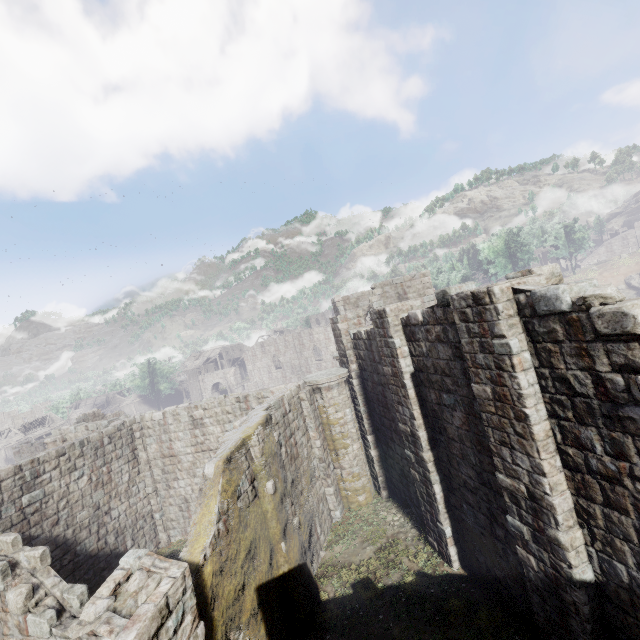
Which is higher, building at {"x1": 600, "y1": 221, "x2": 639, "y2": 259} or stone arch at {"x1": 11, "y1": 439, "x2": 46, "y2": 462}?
building at {"x1": 600, "y1": 221, "x2": 639, "y2": 259}

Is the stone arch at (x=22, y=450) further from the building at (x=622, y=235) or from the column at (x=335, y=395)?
the building at (x=622, y=235)

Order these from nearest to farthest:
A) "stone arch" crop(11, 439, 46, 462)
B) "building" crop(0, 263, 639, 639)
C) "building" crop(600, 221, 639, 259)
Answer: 1. "building" crop(0, 263, 639, 639)
2. "stone arch" crop(11, 439, 46, 462)
3. "building" crop(600, 221, 639, 259)

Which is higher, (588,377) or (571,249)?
(571,249)

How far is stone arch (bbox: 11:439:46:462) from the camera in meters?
32.2 m

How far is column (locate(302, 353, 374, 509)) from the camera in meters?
14.6 m

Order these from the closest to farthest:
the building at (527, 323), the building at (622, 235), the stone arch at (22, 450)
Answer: the building at (527, 323) < the stone arch at (22, 450) < the building at (622, 235)

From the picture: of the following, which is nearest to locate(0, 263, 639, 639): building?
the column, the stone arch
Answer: the column
